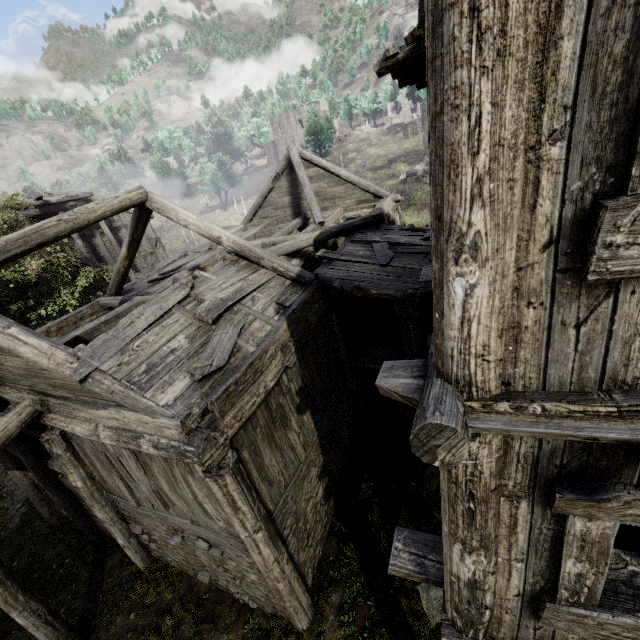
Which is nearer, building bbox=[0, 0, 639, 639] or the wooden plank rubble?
building bbox=[0, 0, 639, 639]

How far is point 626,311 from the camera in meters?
1.4 m

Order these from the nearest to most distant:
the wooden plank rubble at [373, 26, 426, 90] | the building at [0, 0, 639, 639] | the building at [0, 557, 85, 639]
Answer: the building at [0, 0, 639, 639], the wooden plank rubble at [373, 26, 426, 90], the building at [0, 557, 85, 639]

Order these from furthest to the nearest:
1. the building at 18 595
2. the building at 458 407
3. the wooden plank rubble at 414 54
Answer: the building at 18 595, the wooden plank rubble at 414 54, the building at 458 407

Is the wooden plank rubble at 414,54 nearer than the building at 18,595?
Yes

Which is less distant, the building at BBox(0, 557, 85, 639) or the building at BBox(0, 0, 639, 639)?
the building at BBox(0, 0, 639, 639)

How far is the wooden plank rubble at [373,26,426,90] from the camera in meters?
4.9
